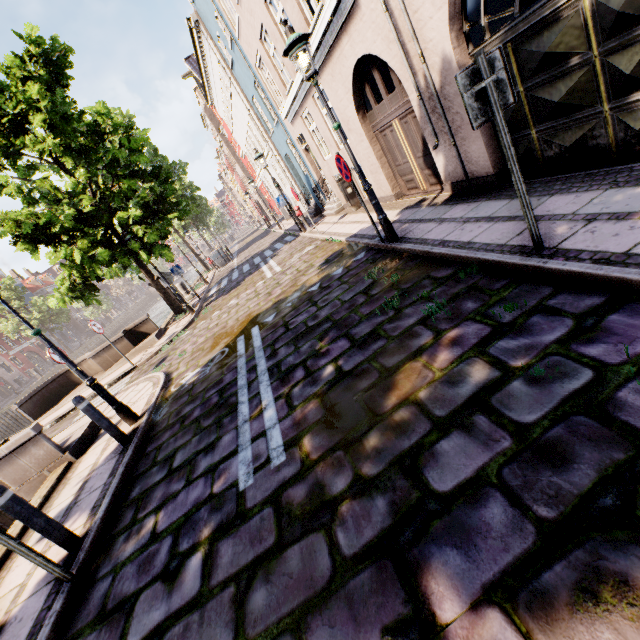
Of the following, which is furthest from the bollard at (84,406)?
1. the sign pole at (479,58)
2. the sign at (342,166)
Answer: the sign pole at (479,58)

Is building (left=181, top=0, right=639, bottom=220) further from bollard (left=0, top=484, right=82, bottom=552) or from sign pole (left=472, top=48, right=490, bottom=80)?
bollard (left=0, top=484, right=82, bottom=552)

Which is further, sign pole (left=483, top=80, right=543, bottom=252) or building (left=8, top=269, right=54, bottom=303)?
building (left=8, top=269, right=54, bottom=303)

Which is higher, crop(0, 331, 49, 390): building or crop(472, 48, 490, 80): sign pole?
crop(0, 331, 49, 390): building

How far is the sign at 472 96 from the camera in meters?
2.8 m

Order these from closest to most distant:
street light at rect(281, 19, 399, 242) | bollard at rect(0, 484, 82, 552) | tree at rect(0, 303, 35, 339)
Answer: bollard at rect(0, 484, 82, 552) → street light at rect(281, 19, 399, 242) → tree at rect(0, 303, 35, 339)

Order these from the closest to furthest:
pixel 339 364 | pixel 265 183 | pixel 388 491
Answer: pixel 388 491
pixel 339 364
pixel 265 183

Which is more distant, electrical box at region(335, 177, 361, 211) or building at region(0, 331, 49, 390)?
building at region(0, 331, 49, 390)
